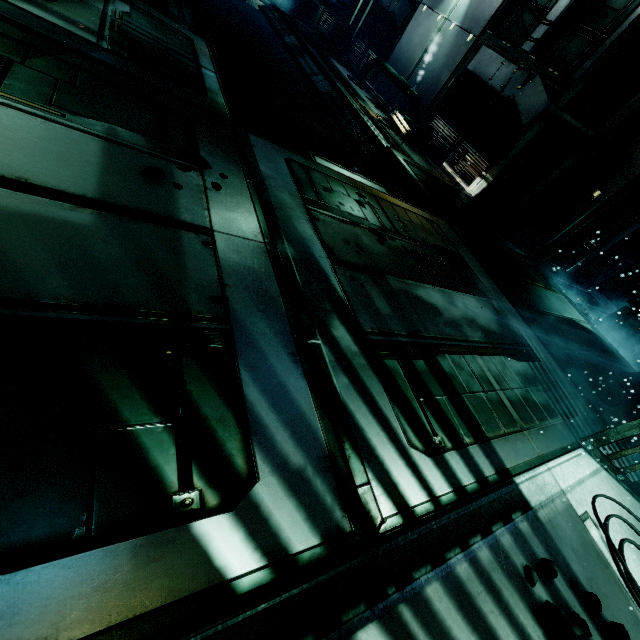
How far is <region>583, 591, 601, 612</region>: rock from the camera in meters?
1.7 m

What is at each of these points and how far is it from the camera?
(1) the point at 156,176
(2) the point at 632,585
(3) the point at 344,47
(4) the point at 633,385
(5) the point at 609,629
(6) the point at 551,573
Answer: (1) rock, 2.0 meters
(2) wires, 2.0 meters
(3) crate, 12.4 meters
(4) cloth, 4.8 meters
(5) rock, 1.7 meters
(6) rock, 1.7 meters

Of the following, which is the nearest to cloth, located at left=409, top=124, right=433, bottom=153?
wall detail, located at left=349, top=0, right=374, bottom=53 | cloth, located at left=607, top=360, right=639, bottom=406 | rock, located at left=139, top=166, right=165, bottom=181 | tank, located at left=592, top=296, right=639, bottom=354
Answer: tank, located at left=592, top=296, right=639, bottom=354

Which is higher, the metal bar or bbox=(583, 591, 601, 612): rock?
the metal bar

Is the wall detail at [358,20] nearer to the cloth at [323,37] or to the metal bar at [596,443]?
the cloth at [323,37]

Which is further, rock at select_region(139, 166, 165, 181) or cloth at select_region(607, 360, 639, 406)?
cloth at select_region(607, 360, 639, 406)

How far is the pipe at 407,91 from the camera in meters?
9.9 m

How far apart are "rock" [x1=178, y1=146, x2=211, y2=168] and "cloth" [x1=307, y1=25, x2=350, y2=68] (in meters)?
11.87
